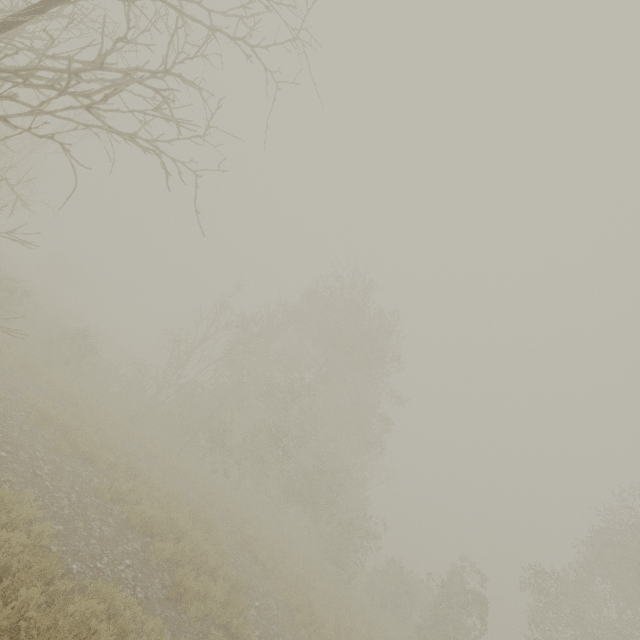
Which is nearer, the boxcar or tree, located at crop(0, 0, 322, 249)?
tree, located at crop(0, 0, 322, 249)

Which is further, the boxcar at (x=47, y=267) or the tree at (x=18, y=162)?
the boxcar at (x=47, y=267)

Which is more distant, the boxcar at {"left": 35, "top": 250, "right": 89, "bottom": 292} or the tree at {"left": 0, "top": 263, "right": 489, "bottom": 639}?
the boxcar at {"left": 35, "top": 250, "right": 89, "bottom": 292}

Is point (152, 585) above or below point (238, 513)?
below

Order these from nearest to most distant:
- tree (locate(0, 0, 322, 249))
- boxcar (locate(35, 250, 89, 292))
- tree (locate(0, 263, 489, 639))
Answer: tree (locate(0, 0, 322, 249)) < tree (locate(0, 263, 489, 639)) < boxcar (locate(35, 250, 89, 292))

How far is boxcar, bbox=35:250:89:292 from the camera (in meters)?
47.91

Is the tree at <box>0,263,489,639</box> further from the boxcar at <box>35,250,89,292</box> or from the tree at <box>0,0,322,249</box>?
the boxcar at <box>35,250,89,292</box>

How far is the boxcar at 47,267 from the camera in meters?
47.9
